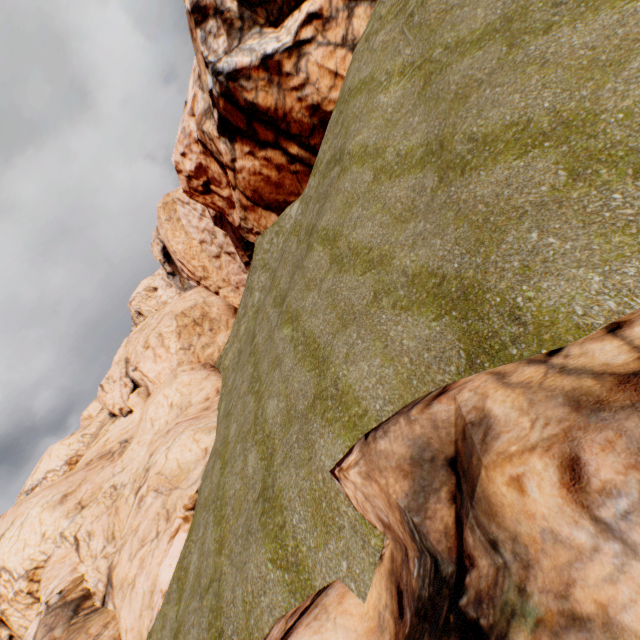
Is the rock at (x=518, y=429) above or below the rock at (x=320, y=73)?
below

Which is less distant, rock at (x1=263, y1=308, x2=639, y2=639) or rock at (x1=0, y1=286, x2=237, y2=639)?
rock at (x1=263, y1=308, x2=639, y2=639)

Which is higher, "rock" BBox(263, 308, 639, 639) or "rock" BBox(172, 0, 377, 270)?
"rock" BBox(172, 0, 377, 270)

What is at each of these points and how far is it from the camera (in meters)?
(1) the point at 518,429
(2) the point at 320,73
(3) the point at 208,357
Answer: (1) rock, 3.09
(2) rock, 18.05
(3) rock, 34.75

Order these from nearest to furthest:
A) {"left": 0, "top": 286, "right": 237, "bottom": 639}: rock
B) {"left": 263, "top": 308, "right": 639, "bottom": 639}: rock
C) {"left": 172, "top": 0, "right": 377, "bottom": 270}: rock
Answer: {"left": 263, "top": 308, "right": 639, "bottom": 639}: rock → {"left": 0, "top": 286, "right": 237, "bottom": 639}: rock → {"left": 172, "top": 0, "right": 377, "bottom": 270}: rock
